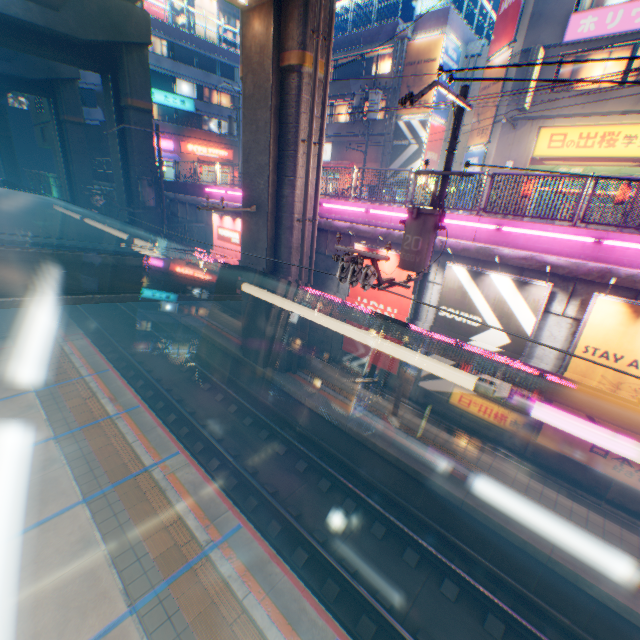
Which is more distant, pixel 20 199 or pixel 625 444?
pixel 20 199

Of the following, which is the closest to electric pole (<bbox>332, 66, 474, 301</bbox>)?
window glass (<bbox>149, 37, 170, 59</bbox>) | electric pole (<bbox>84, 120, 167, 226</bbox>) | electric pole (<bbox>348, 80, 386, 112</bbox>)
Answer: electric pole (<bbox>348, 80, 386, 112</bbox>)

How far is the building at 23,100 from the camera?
58.7m

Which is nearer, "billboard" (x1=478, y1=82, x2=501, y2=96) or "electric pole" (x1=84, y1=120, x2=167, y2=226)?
"electric pole" (x1=84, y1=120, x2=167, y2=226)

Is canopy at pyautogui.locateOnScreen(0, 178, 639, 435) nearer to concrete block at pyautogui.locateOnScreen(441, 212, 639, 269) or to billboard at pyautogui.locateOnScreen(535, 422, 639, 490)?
billboard at pyautogui.locateOnScreen(535, 422, 639, 490)

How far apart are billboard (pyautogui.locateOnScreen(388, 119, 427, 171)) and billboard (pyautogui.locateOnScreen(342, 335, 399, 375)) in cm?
1519

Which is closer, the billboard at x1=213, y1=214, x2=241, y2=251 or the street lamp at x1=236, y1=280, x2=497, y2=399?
the street lamp at x1=236, y1=280, x2=497, y2=399

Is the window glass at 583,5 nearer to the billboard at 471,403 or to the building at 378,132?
the building at 378,132
